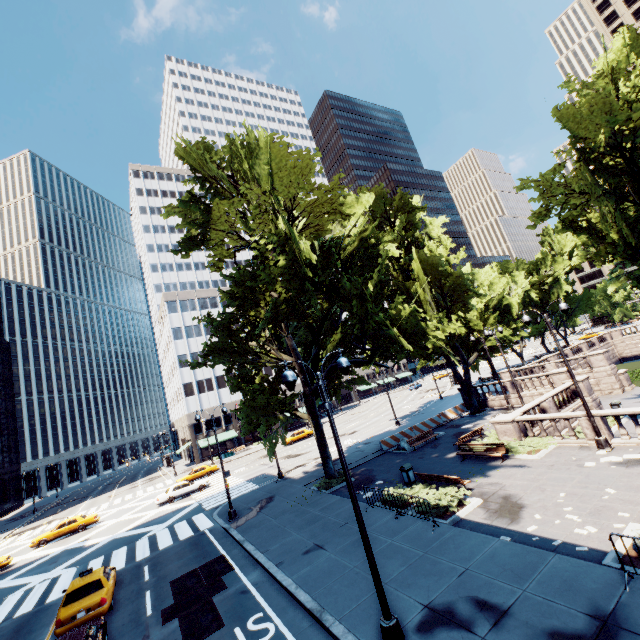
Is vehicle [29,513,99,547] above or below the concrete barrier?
above

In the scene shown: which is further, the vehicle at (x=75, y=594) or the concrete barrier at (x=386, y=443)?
the concrete barrier at (x=386, y=443)

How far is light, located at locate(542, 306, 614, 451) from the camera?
15.3 meters

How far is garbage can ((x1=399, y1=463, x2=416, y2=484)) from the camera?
18.3m

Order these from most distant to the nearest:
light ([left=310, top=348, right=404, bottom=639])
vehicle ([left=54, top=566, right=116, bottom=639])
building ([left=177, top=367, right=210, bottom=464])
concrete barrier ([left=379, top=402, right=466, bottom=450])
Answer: building ([left=177, top=367, right=210, bottom=464])
concrete barrier ([left=379, top=402, right=466, bottom=450])
vehicle ([left=54, top=566, right=116, bottom=639])
light ([left=310, top=348, right=404, bottom=639])

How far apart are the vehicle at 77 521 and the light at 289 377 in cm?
3587

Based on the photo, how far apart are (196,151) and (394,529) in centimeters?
2323cm

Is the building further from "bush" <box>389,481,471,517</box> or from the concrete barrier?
"bush" <box>389,481,471,517</box>
